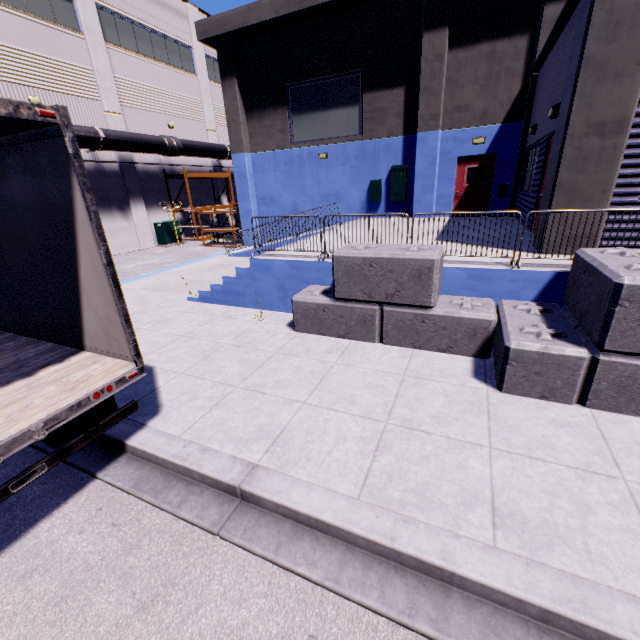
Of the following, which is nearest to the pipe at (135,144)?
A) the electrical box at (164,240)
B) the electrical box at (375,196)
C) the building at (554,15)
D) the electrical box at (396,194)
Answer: the building at (554,15)

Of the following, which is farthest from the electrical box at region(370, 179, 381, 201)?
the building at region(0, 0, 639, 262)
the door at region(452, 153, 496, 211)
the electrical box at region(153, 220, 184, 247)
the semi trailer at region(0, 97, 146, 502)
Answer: the electrical box at region(153, 220, 184, 247)

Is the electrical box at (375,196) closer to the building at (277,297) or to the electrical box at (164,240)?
the building at (277,297)

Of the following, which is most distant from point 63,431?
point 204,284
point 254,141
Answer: point 254,141

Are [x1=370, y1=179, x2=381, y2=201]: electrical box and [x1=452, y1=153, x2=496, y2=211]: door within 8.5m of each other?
yes

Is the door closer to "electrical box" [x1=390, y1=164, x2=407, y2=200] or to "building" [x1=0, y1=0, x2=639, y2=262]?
"building" [x1=0, y1=0, x2=639, y2=262]

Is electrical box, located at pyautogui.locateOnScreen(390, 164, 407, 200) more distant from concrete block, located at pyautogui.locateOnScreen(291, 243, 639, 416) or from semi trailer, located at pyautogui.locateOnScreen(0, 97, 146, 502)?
semi trailer, located at pyautogui.locateOnScreen(0, 97, 146, 502)

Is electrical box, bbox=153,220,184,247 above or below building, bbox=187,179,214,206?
below
